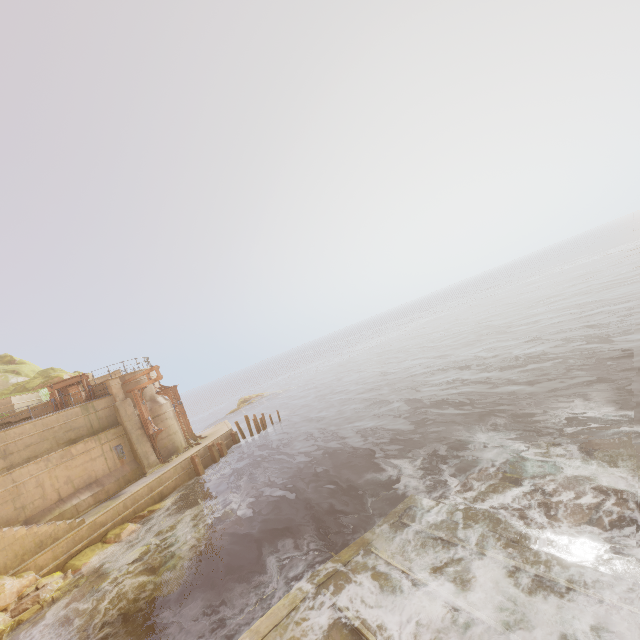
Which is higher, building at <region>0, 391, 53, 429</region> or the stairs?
building at <region>0, 391, 53, 429</region>

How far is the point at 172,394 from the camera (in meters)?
25.20

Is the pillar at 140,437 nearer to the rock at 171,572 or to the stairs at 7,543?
the rock at 171,572

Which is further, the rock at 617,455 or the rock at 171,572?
the rock at 171,572

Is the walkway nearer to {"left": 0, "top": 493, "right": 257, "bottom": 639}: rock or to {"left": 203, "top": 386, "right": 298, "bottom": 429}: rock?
{"left": 0, "top": 493, "right": 257, "bottom": 639}: rock

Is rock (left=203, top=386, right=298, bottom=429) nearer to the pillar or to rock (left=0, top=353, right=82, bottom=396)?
rock (left=0, top=353, right=82, bottom=396)

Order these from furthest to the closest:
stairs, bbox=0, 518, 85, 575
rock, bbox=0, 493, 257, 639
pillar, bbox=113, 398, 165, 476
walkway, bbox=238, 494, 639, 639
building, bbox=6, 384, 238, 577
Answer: pillar, bbox=113, 398, 165, 476 → building, bbox=6, 384, 238, 577 → stairs, bbox=0, 518, 85, 575 → rock, bbox=0, 493, 257, 639 → walkway, bbox=238, 494, 639, 639

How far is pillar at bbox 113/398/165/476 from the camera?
21.55m
